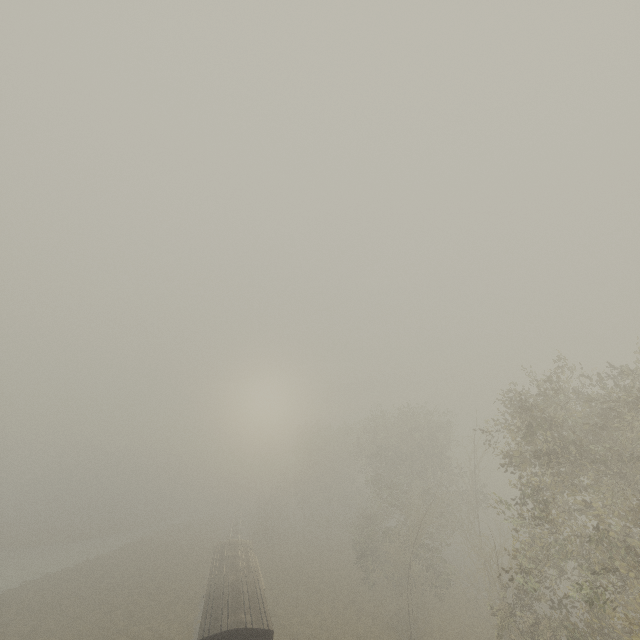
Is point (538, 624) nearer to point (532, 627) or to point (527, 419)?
point (532, 627)
